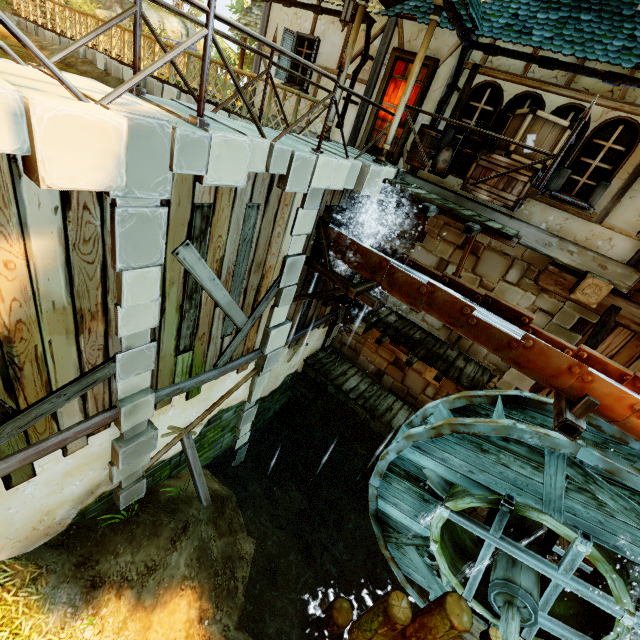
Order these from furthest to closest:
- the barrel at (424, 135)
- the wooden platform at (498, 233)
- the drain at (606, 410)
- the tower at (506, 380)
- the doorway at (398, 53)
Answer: the tower at (506, 380) → the doorway at (398, 53) → the barrel at (424, 135) → the wooden platform at (498, 233) → the drain at (606, 410)

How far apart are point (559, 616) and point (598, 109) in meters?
9.9

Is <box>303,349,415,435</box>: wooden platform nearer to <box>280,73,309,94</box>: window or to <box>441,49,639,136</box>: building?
<box>441,49,639,136</box>: building

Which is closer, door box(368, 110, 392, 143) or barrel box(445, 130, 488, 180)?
barrel box(445, 130, 488, 180)

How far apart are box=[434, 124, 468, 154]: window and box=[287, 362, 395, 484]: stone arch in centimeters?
687cm

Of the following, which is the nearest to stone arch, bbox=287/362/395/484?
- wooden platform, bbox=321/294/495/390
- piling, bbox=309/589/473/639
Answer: wooden platform, bbox=321/294/495/390

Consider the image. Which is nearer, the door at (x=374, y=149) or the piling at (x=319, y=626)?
the piling at (x=319, y=626)

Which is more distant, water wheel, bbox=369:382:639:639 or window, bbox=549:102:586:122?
window, bbox=549:102:586:122
